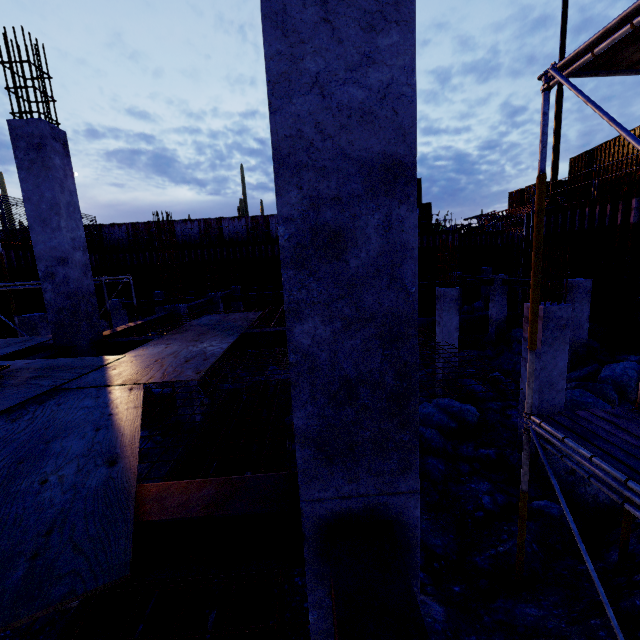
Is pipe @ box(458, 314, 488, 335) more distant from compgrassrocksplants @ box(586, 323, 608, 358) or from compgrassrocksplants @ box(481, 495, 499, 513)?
compgrassrocksplants @ box(481, 495, 499, 513)

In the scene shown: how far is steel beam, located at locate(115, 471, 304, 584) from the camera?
1.8m

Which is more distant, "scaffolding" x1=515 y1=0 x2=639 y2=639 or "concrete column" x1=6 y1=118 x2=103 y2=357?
"concrete column" x1=6 y1=118 x2=103 y2=357

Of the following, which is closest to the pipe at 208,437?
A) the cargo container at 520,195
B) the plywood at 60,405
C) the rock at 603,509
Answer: the plywood at 60,405

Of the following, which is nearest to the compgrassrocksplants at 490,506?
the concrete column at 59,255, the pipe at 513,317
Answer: the concrete column at 59,255

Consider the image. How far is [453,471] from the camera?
7.7m

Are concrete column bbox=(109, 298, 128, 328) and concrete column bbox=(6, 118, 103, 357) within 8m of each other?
no

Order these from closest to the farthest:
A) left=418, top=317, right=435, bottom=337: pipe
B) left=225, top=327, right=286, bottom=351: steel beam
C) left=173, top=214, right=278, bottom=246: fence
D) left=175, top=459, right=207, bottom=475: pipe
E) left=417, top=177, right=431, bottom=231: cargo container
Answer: left=175, top=459, right=207, bottom=475: pipe
left=225, top=327, right=286, bottom=351: steel beam
left=418, top=317, right=435, bottom=337: pipe
left=173, top=214, right=278, bottom=246: fence
left=417, top=177, right=431, bottom=231: cargo container
